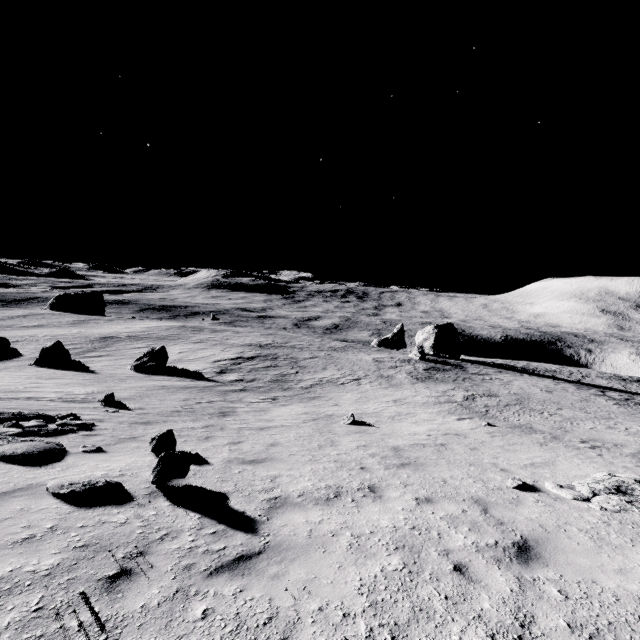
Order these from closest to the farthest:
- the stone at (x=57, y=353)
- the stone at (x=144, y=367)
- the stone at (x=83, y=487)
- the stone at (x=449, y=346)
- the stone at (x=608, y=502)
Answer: the stone at (x=83, y=487)
the stone at (x=608, y=502)
the stone at (x=144, y=367)
the stone at (x=57, y=353)
the stone at (x=449, y=346)

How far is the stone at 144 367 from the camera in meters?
25.9 m

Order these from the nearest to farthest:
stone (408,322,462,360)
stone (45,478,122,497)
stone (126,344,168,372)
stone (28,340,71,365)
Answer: stone (45,478,122,497)
stone (126,344,168,372)
stone (28,340,71,365)
stone (408,322,462,360)

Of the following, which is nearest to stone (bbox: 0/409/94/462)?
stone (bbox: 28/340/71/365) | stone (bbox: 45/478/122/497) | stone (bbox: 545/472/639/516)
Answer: stone (bbox: 45/478/122/497)

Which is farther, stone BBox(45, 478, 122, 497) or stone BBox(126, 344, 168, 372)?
stone BBox(126, 344, 168, 372)

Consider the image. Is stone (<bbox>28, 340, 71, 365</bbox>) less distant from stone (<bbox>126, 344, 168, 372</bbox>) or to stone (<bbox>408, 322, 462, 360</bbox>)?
stone (<bbox>126, 344, 168, 372</bbox>)

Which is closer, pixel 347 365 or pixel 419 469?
pixel 419 469

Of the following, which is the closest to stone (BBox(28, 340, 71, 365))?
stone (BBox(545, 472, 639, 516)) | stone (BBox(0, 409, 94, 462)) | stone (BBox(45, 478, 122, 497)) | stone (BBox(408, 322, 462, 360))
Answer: stone (BBox(0, 409, 94, 462))
